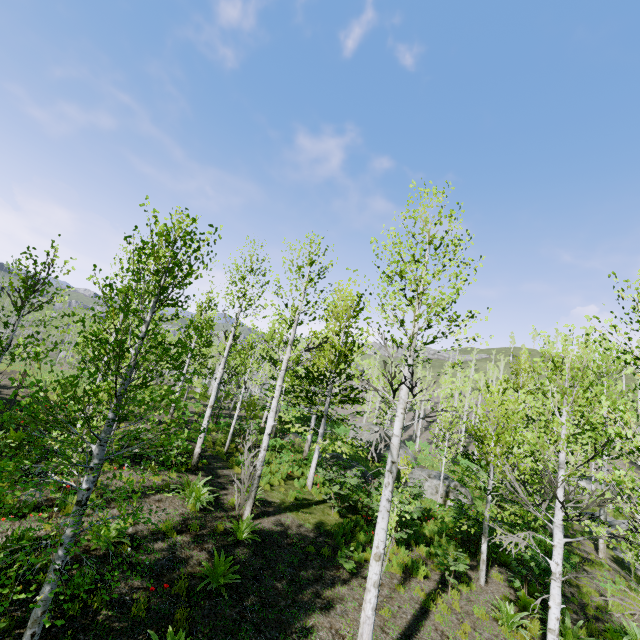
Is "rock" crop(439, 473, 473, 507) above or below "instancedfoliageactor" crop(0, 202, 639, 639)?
below

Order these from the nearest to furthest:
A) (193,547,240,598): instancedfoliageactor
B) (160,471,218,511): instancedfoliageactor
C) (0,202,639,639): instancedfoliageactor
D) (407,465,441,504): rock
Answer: (0,202,639,639): instancedfoliageactor → (193,547,240,598): instancedfoliageactor → (160,471,218,511): instancedfoliageactor → (407,465,441,504): rock

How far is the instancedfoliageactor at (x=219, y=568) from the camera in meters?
6.4

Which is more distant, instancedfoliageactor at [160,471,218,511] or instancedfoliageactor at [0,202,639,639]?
instancedfoliageactor at [160,471,218,511]

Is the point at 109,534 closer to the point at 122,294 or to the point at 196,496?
the point at 196,496

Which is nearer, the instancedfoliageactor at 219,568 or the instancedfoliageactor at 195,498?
the instancedfoliageactor at 219,568

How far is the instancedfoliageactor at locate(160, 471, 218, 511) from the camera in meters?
9.0 m

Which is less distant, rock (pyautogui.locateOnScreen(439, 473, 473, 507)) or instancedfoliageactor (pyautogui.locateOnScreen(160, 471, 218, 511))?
instancedfoliageactor (pyautogui.locateOnScreen(160, 471, 218, 511))
